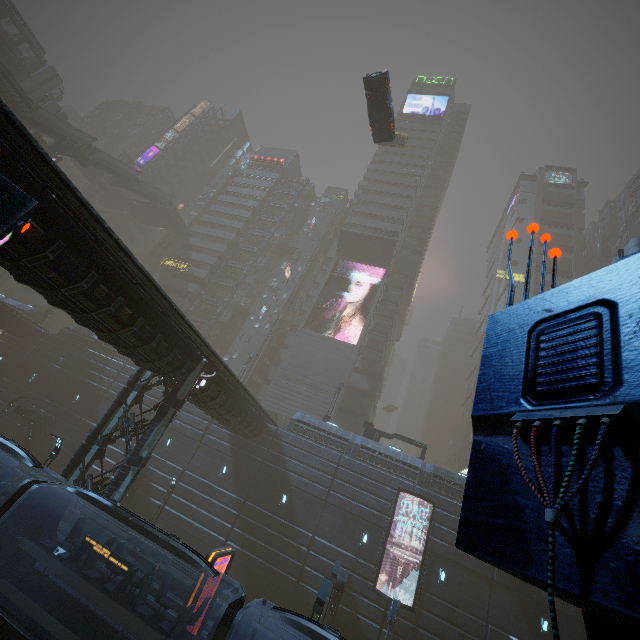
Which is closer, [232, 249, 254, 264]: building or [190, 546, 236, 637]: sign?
[190, 546, 236, 637]: sign

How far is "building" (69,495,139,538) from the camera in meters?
13.5

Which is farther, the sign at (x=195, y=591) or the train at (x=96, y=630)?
the sign at (x=195, y=591)

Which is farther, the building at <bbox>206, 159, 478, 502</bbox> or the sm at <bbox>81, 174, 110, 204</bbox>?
the sm at <bbox>81, 174, 110, 204</bbox>

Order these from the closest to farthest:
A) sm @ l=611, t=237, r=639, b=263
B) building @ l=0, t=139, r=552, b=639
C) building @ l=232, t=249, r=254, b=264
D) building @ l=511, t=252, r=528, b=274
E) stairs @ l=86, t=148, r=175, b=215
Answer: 1. building @ l=0, t=139, r=552, b=639
2. sm @ l=611, t=237, r=639, b=263
3. stairs @ l=86, t=148, r=175, b=215
4. building @ l=232, t=249, r=254, b=264
5. building @ l=511, t=252, r=528, b=274

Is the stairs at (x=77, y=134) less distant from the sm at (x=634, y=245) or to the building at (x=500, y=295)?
the building at (x=500, y=295)

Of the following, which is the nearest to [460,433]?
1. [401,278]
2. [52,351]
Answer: [401,278]

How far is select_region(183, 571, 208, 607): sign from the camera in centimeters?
1180cm
